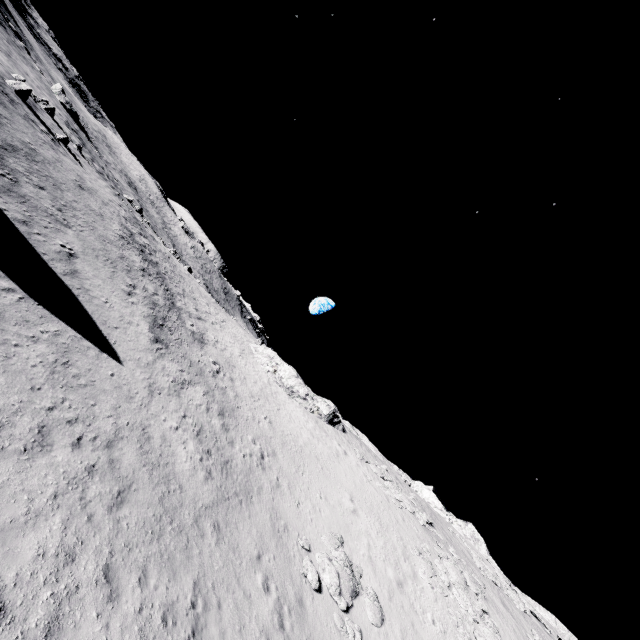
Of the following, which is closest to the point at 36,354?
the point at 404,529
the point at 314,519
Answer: the point at 314,519

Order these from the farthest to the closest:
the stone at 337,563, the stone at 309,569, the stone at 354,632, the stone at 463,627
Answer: the stone at 463,627 < the stone at 337,563 < the stone at 309,569 < the stone at 354,632

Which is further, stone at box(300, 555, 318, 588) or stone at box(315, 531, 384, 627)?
stone at box(315, 531, 384, 627)

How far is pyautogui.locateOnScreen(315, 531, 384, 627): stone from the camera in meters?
14.5 m

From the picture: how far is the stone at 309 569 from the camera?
13.78m

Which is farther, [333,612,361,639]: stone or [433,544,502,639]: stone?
[433,544,502,639]: stone
